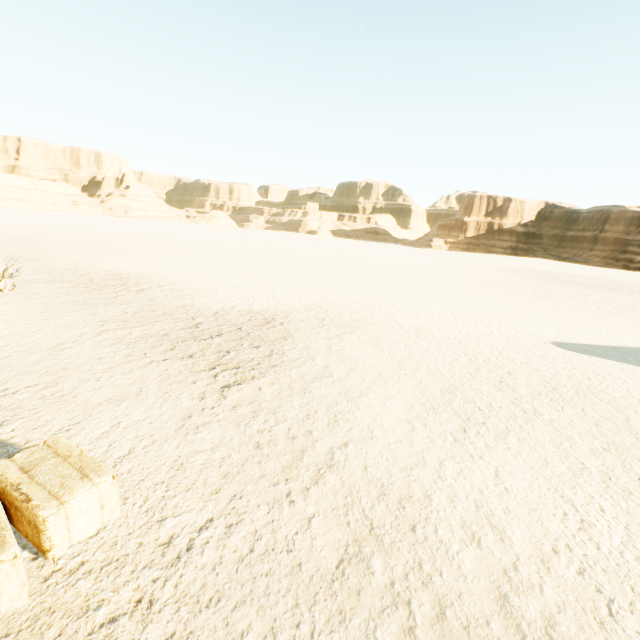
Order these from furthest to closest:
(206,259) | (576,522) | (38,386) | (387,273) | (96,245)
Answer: (387,273) → (96,245) → (206,259) → (38,386) → (576,522)
